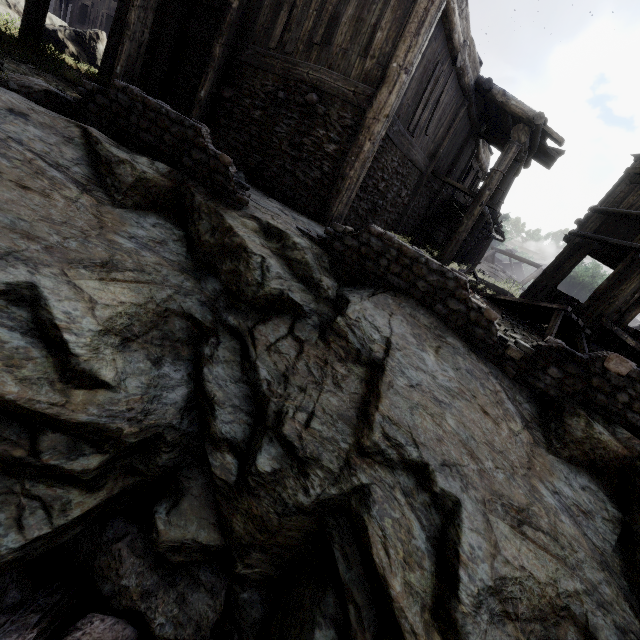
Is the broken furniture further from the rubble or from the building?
the rubble

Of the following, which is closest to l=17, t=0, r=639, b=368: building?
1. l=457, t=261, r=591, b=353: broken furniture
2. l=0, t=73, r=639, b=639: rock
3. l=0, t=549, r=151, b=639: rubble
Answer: l=0, t=73, r=639, b=639: rock

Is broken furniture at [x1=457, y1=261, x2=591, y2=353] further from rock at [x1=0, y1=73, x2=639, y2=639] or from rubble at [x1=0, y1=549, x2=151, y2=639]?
rubble at [x1=0, y1=549, x2=151, y2=639]

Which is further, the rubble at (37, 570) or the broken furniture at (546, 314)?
the broken furniture at (546, 314)

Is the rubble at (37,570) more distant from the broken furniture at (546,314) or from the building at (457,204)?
the broken furniture at (546,314)

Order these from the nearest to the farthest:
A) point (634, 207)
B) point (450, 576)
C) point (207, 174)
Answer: point (450, 576), point (207, 174), point (634, 207)

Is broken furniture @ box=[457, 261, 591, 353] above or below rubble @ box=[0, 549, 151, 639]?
above

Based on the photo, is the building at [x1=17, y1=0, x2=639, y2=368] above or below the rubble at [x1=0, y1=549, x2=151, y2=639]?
above
